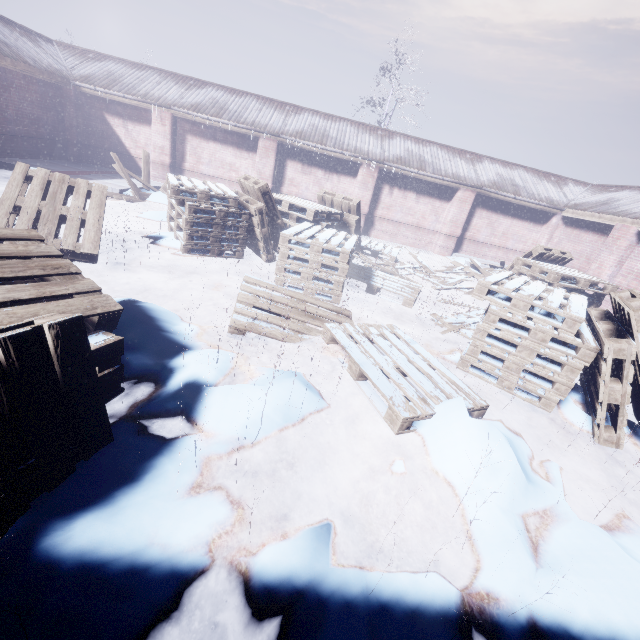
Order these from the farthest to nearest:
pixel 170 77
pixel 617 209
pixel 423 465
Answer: pixel 170 77, pixel 617 209, pixel 423 465

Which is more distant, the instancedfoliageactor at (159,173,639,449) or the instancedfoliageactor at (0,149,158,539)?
the instancedfoliageactor at (159,173,639,449)

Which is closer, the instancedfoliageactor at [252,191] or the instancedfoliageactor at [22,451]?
the instancedfoliageactor at [22,451]
